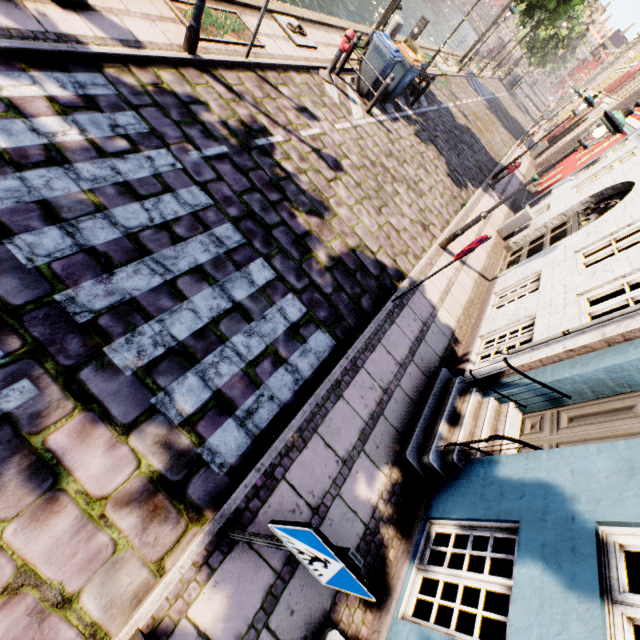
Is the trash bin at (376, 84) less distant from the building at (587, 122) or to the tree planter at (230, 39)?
the tree planter at (230, 39)

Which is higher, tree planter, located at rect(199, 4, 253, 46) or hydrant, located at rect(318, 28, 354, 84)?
hydrant, located at rect(318, 28, 354, 84)

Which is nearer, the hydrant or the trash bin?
the hydrant

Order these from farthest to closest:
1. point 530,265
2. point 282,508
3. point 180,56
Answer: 1. point 530,265
2. point 180,56
3. point 282,508

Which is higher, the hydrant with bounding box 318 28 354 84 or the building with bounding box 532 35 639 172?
the building with bounding box 532 35 639 172

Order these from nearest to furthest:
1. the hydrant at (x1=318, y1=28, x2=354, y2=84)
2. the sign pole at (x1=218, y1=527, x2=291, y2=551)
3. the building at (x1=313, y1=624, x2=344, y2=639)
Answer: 1. the sign pole at (x1=218, y1=527, x2=291, y2=551)
2. the building at (x1=313, y1=624, x2=344, y2=639)
3. the hydrant at (x1=318, y1=28, x2=354, y2=84)

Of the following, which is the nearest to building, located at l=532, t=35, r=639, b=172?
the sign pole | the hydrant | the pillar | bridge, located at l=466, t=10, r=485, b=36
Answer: the sign pole

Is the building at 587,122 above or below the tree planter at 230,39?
above
